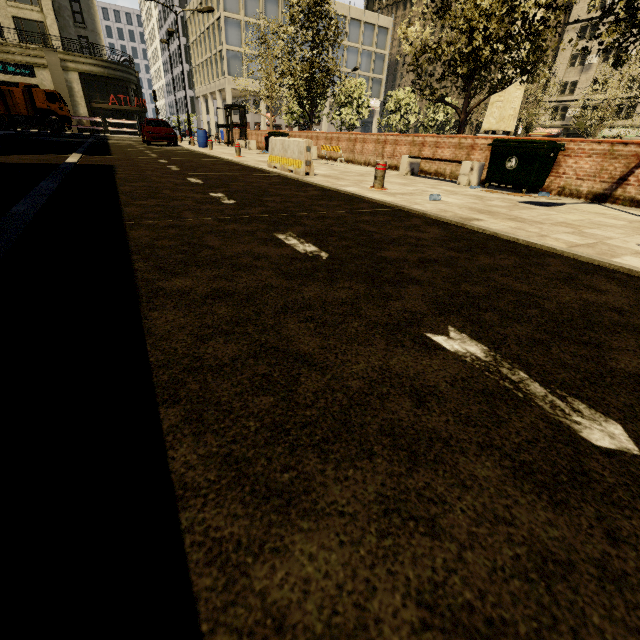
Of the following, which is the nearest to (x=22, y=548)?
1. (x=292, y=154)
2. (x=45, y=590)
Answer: (x=45, y=590)

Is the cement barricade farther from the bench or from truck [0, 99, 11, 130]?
truck [0, 99, 11, 130]

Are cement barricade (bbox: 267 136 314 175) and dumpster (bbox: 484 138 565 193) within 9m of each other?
yes

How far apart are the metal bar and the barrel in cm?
1683

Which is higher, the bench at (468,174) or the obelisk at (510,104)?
the obelisk at (510,104)

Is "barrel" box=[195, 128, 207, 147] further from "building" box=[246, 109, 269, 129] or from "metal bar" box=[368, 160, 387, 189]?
"building" box=[246, 109, 269, 129]

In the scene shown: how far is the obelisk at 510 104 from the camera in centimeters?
2080cm

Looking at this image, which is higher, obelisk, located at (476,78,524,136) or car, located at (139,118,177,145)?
obelisk, located at (476,78,524,136)
